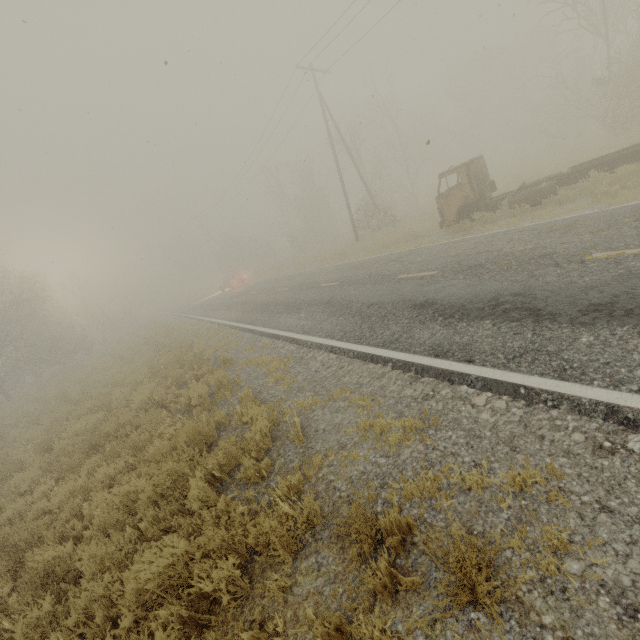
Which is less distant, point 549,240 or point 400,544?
point 400,544
